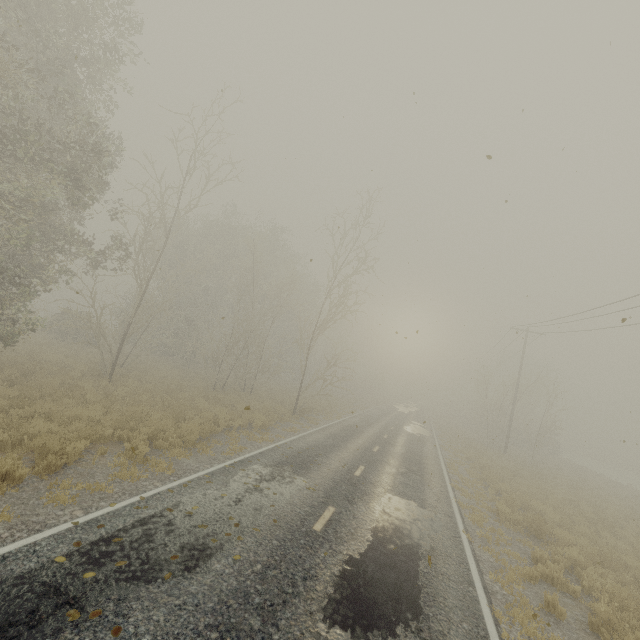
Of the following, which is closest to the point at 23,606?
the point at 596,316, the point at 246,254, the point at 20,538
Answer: the point at 20,538
